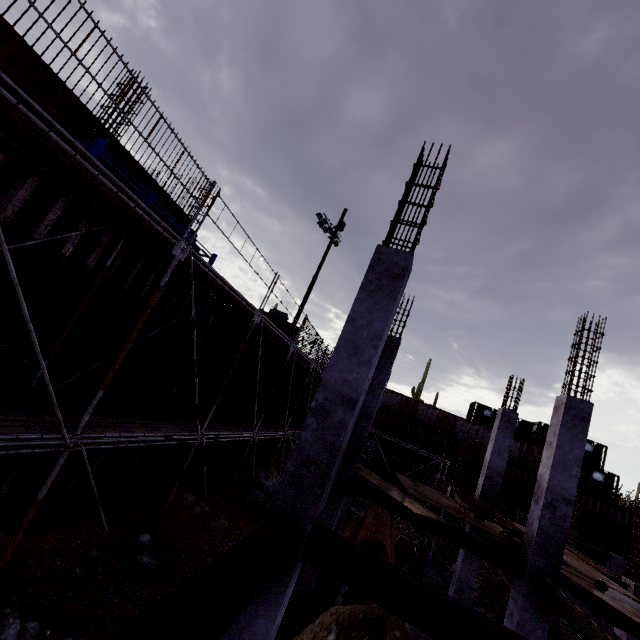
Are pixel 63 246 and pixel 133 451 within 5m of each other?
no

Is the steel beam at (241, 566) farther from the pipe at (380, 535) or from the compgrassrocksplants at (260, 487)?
the pipe at (380, 535)

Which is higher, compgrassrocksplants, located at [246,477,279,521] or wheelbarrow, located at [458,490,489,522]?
wheelbarrow, located at [458,490,489,522]

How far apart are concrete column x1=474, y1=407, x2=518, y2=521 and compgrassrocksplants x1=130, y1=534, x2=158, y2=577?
10.2m

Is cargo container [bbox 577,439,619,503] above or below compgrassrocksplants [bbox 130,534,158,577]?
above

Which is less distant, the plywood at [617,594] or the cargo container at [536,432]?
the plywood at [617,594]

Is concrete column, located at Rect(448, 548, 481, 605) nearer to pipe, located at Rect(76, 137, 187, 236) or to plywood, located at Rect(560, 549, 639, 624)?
plywood, located at Rect(560, 549, 639, 624)

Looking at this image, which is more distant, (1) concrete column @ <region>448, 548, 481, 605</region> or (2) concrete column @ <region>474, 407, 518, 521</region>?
(2) concrete column @ <region>474, 407, 518, 521</region>
